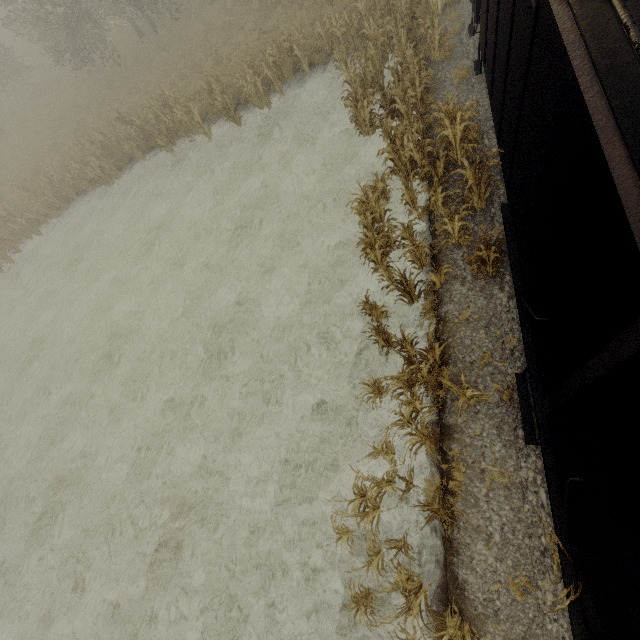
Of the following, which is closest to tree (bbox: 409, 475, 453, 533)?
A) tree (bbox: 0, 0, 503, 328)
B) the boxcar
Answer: the boxcar

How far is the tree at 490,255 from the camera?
6.09m

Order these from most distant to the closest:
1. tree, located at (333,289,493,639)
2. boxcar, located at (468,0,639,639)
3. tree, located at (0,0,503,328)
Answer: tree, located at (0,0,503,328) < tree, located at (333,289,493,639) < boxcar, located at (468,0,639,639)

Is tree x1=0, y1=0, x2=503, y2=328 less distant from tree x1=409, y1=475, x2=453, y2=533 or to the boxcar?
the boxcar

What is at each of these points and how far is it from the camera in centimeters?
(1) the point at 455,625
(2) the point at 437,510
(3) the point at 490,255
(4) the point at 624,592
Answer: (1) tree, 494cm
(2) tree, 565cm
(3) tree, 638cm
(4) boxcar, 264cm

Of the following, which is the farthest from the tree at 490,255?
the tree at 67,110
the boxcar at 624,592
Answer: the tree at 67,110

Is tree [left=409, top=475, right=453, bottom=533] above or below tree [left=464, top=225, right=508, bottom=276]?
below
